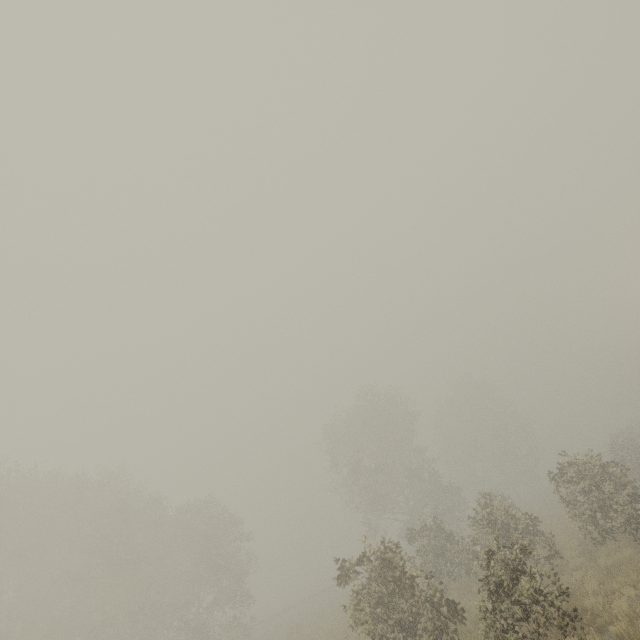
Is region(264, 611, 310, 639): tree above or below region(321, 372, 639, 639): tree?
below

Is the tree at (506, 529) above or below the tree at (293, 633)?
above

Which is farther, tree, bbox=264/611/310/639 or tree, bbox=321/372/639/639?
tree, bbox=264/611/310/639

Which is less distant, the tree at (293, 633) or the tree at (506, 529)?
the tree at (506, 529)

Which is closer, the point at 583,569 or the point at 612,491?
the point at 583,569
